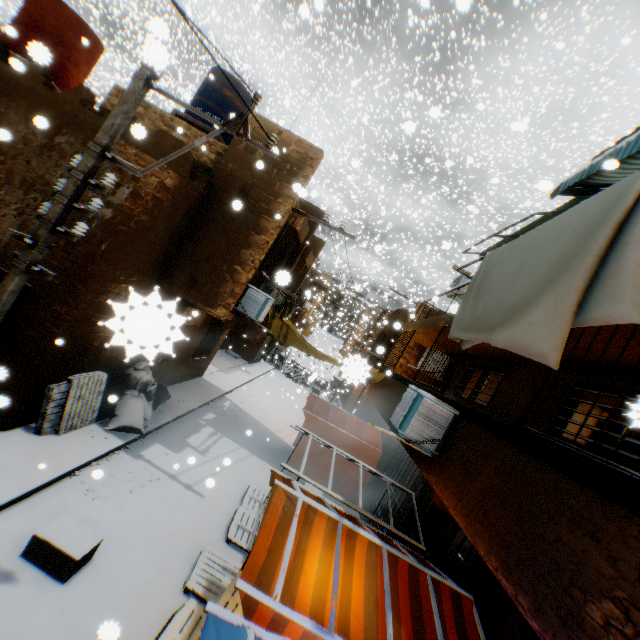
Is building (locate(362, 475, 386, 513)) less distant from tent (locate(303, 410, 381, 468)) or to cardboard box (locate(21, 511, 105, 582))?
tent (locate(303, 410, 381, 468))

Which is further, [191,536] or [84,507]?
[191,536]

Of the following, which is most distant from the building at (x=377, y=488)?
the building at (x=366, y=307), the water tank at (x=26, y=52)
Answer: the building at (x=366, y=307)

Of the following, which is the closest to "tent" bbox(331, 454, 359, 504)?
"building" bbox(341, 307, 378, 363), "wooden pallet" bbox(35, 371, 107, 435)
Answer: "wooden pallet" bbox(35, 371, 107, 435)

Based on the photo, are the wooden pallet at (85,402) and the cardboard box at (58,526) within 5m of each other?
yes

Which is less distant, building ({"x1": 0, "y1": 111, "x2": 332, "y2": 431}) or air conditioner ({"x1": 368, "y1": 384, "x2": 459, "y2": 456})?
air conditioner ({"x1": 368, "y1": 384, "x2": 459, "y2": 456})

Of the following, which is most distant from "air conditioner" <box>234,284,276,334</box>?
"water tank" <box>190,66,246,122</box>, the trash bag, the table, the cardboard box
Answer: "water tank" <box>190,66,246,122</box>

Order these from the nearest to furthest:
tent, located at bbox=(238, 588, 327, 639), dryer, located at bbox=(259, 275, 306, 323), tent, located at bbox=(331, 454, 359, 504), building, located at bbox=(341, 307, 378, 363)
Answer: tent, located at bbox=(238, 588, 327, 639)
dryer, located at bbox=(259, 275, 306, 323)
tent, located at bbox=(331, 454, 359, 504)
building, located at bbox=(341, 307, 378, 363)
